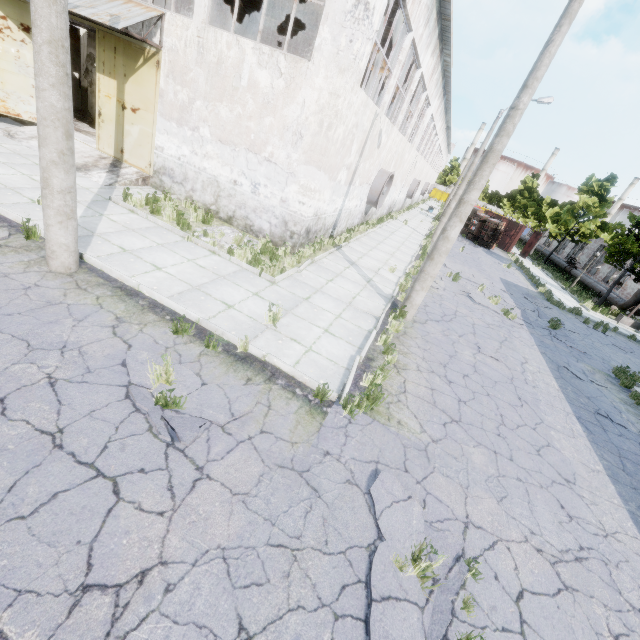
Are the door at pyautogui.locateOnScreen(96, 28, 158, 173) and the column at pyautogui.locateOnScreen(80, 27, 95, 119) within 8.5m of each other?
yes

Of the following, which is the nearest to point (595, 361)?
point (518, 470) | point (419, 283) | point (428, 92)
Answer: point (419, 283)

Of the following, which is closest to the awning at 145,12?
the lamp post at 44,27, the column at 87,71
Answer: the column at 87,71

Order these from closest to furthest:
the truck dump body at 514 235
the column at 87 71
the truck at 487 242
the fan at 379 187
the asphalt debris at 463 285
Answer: the asphalt debris at 463 285 < the column at 87 71 < the fan at 379 187 < the truck at 487 242 < the truck dump body at 514 235

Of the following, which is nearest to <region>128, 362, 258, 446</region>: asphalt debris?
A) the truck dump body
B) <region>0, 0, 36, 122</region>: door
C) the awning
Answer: the awning

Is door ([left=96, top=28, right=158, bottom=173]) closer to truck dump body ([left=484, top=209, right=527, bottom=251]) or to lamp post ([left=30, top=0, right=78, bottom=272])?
lamp post ([left=30, top=0, right=78, bottom=272])

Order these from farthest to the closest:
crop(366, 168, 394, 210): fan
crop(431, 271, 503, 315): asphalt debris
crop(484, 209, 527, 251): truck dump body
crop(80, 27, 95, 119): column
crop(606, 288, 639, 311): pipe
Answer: crop(484, 209, 527, 251): truck dump body
crop(606, 288, 639, 311): pipe
crop(366, 168, 394, 210): fan
crop(80, 27, 95, 119): column
crop(431, 271, 503, 315): asphalt debris

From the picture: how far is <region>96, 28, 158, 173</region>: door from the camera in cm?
1081
